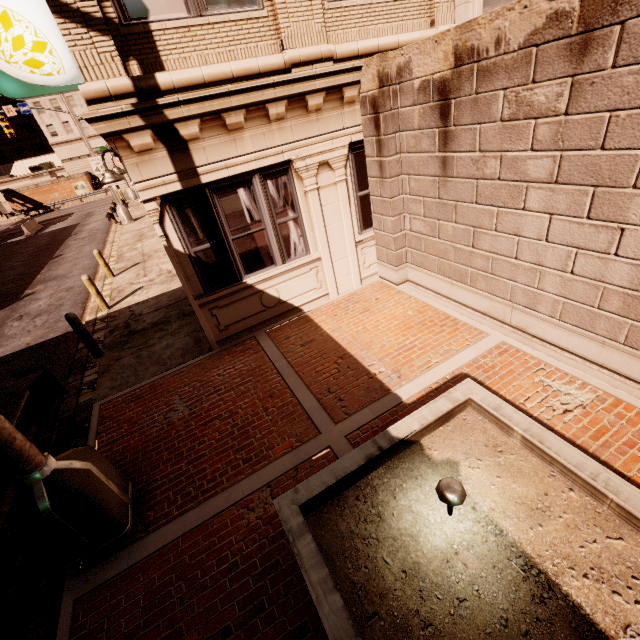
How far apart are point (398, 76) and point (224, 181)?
3.6 meters

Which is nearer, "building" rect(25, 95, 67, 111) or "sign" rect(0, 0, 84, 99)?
"sign" rect(0, 0, 84, 99)

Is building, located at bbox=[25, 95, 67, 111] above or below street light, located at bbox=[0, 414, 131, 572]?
above

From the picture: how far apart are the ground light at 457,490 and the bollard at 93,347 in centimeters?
809cm

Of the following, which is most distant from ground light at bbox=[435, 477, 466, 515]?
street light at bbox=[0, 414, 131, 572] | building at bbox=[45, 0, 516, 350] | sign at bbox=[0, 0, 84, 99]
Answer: sign at bbox=[0, 0, 84, 99]

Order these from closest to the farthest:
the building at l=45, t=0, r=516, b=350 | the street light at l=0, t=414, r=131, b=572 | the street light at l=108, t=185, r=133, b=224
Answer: the street light at l=0, t=414, r=131, b=572
the building at l=45, t=0, r=516, b=350
the street light at l=108, t=185, r=133, b=224

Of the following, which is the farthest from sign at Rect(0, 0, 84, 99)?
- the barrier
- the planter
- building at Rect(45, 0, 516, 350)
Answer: the barrier

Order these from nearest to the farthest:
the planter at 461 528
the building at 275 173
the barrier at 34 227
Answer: the planter at 461 528, the building at 275 173, the barrier at 34 227
